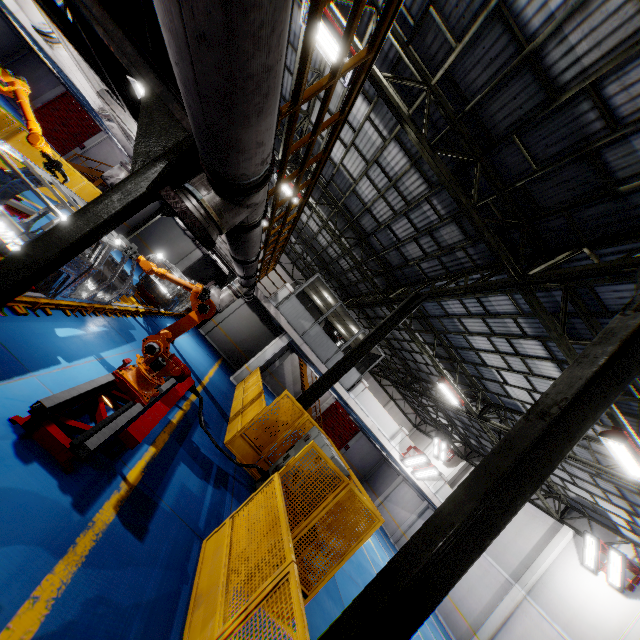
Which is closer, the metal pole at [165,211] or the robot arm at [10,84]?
the robot arm at [10,84]

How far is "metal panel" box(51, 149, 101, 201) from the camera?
11.86m

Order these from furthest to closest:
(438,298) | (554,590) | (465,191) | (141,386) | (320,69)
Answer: (554,590) < (438,298) < (320,69) < (465,191) < (141,386)

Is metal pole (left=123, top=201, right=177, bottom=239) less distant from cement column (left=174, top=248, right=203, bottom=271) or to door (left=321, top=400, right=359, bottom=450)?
cement column (left=174, top=248, right=203, bottom=271)

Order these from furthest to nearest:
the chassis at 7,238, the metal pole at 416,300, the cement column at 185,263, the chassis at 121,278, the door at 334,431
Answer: the door at 334,431 < the cement column at 185,263 < the metal pole at 416,300 < the chassis at 121,278 < the chassis at 7,238

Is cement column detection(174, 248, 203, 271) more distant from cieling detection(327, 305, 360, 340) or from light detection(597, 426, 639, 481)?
light detection(597, 426, 639, 481)

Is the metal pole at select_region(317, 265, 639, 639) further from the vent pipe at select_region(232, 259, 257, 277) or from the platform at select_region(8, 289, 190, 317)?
the platform at select_region(8, 289, 190, 317)

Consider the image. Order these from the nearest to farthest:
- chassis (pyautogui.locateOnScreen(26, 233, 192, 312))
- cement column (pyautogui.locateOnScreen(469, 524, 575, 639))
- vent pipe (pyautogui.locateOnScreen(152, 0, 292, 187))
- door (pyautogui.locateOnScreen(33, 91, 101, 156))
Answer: vent pipe (pyautogui.locateOnScreen(152, 0, 292, 187)), chassis (pyautogui.locateOnScreen(26, 233, 192, 312)), cement column (pyautogui.locateOnScreen(469, 524, 575, 639)), door (pyautogui.locateOnScreen(33, 91, 101, 156))
